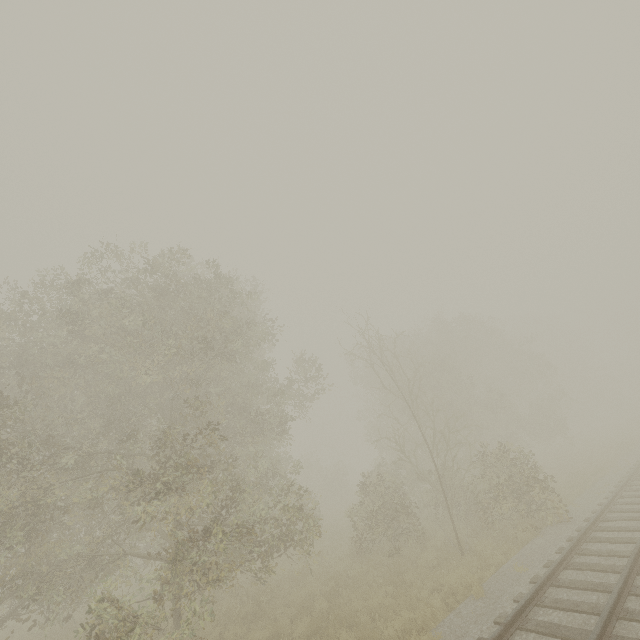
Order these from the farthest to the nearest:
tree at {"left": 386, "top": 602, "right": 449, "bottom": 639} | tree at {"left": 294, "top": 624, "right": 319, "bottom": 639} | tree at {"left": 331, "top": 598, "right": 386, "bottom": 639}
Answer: tree at {"left": 294, "top": 624, "right": 319, "bottom": 639} → tree at {"left": 331, "top": 598, "right": 386, "bottom": 639} → tree at {"left": 386, "top": 602, "right": 449, "bottom": 639}

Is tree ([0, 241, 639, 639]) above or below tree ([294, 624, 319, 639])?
above

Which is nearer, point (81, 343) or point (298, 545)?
point (298, 545)

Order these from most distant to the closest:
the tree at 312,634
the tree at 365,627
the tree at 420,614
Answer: the tree at 312,634 → the tree at 365,627 → the tree at 420,614

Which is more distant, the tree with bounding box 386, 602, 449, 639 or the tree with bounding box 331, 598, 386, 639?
the tree with bounding box 331, 598, 386, 639

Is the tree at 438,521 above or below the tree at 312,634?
above
